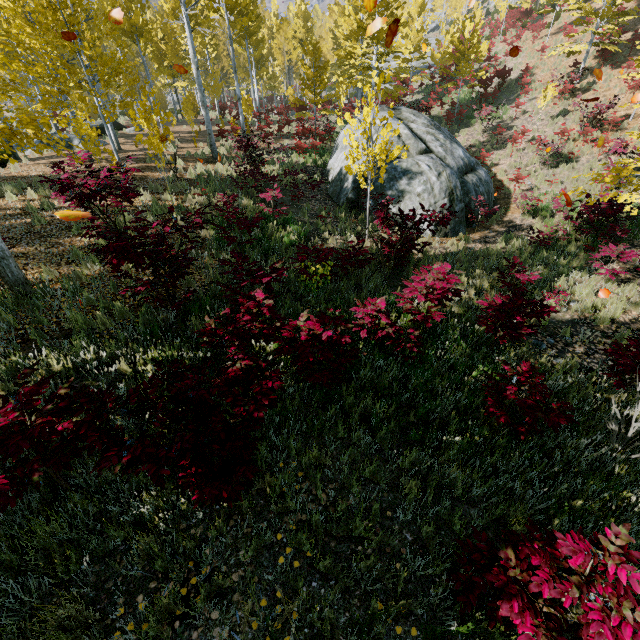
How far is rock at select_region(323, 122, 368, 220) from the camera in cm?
1227

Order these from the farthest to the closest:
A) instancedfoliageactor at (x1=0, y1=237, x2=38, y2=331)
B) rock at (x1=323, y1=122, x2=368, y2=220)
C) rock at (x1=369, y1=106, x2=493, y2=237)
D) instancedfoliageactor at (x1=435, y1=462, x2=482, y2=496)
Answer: rock at (x1=323, y1=122, x2=368, y2=220) → rock at (x1=369, y1=106, x2=493, y2=237) → instancedfoliageactor at (x1=0, y1=237, x2=38, y2=331) → instancedfoliageactor at (x1=435, y1=462, x2=482, y2=496)

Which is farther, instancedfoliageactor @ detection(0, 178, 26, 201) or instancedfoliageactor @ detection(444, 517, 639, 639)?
instancedfoliageactor @ detection(0, 178, 26, 201)

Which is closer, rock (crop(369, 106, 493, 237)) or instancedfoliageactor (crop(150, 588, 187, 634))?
instancedfoliageactor (crop(150, 588, 187, 634))

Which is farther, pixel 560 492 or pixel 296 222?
pixel 296 222

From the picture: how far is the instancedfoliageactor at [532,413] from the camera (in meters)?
3.63

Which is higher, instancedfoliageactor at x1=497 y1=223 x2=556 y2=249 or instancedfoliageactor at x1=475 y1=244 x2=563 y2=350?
instancedfoliageactor at x1=475 y1=244 x2=563 y2=350
